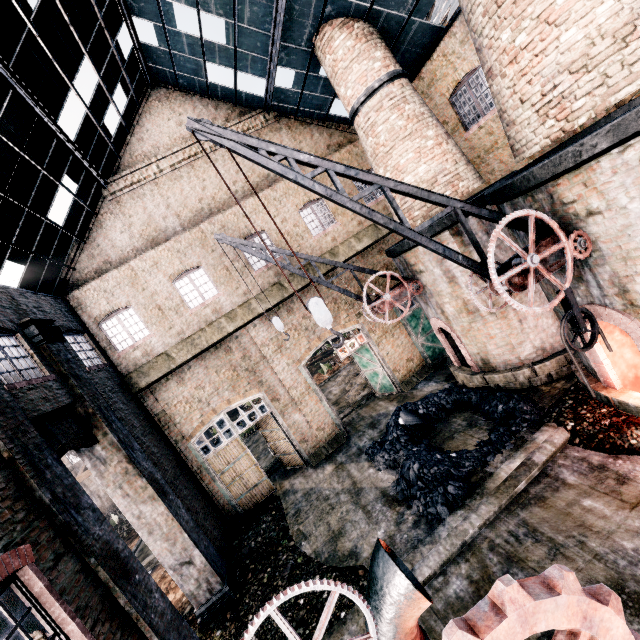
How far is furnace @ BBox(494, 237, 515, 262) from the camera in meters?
11.8

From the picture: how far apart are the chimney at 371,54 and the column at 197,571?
13.6 meters

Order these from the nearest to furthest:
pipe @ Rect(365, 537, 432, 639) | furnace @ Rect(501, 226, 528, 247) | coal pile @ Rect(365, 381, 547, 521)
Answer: pipe @ Rect(365, 537, 432, 639) < furnace @ Rect(501, 226, 528, 247) < coal pile @ Rect(365, 381, 547, 521)

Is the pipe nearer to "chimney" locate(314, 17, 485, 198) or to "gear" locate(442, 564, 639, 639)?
"gear" locate(442, 564, 639, 639)

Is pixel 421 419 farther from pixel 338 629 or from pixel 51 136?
pixel 51 136

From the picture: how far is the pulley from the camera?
7.2 meters

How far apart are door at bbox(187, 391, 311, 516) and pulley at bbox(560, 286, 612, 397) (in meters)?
13.10

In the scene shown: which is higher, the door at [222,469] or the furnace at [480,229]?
the furnace at [480,229]
